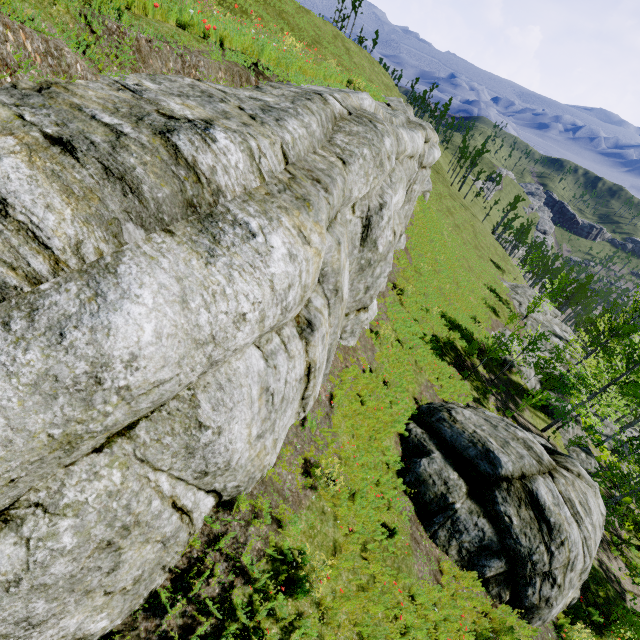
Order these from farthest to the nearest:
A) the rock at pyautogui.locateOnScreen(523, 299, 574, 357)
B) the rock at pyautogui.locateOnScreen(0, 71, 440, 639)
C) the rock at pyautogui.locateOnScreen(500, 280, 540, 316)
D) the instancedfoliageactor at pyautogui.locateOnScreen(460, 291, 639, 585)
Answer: the rock at pyautogui.locateOnScreen(500, 280, 540, 316) < the rock at pyautogui.locateOnScreen(523, 299, 574, 357) < the instancedfoliageactor at pyautogui.locateOnScreen(460, 291, 639, 585) < the rock at pyautogui.locateOnScreen(0, 71, 440, 639)

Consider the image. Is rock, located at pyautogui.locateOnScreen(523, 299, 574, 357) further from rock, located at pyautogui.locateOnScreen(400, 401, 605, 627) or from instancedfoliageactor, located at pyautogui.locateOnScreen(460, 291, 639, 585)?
rock, located at pyautogui.locateOnScreen(400, 401, 605, 627)

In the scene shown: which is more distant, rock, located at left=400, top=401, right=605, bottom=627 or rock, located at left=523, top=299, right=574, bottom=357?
rock, located at left=523, top=299, right=574, bottom=357

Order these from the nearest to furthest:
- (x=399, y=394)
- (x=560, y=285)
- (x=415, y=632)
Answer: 1. (x=415, y=632)
2. (x=399, y=394)
3. (x=560, y=285)

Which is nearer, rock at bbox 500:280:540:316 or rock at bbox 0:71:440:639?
rock at bbox 0:71:440:639

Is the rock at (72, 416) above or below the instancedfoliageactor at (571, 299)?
above

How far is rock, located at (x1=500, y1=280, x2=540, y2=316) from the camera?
38.5 meters

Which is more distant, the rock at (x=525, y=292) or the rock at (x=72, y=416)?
the rock at (x=525, y=292)
